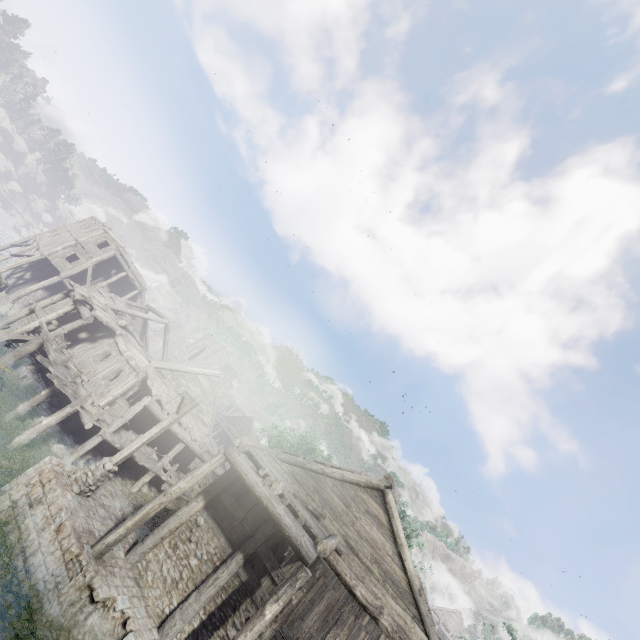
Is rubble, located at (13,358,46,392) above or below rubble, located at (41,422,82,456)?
below

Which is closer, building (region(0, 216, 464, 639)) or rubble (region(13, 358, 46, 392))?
building (region(0, 216, 464, 639))

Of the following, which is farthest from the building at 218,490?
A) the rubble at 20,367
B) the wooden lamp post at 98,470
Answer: the wooden lamp post at 98,470

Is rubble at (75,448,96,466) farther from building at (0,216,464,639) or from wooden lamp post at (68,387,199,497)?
wooden lamp post at (68,387,199,497)

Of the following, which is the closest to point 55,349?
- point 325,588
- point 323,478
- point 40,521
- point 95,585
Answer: point 40,521

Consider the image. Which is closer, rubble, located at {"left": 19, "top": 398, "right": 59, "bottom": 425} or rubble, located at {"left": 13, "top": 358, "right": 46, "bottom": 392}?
rubble, located at {"left": 19, "top": 398, "right": 59, "bottom": 425}

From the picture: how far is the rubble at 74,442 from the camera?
15.4 meters

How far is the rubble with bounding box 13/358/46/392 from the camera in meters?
18.1 m
